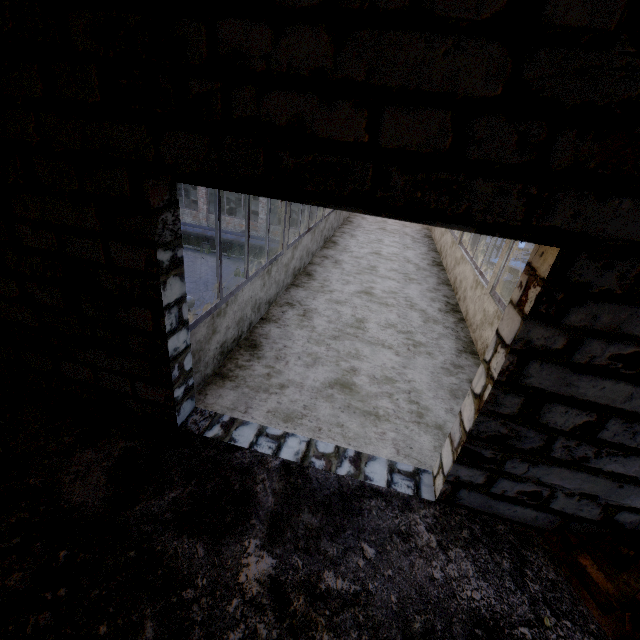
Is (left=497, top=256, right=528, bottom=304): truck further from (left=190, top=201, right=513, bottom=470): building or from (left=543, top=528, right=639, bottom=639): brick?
(left=543, top=528, right=639, bottom=639): brick

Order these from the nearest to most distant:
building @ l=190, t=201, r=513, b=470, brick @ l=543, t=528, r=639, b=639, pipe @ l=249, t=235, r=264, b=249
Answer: brick @ l=543, t=528, r=639, b=639 < building @ l=190, t=201, r=513, b=470 < pipe @ l=249, t=235, r=264, b=249

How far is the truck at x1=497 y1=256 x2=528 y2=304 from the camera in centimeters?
1515cm

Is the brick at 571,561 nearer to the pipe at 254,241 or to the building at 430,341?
the building at 430,341

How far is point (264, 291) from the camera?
5.0m

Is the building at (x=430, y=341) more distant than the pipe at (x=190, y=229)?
No

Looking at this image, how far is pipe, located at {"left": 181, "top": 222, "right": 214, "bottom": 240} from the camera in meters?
21.1

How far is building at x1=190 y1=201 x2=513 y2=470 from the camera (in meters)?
3.38
